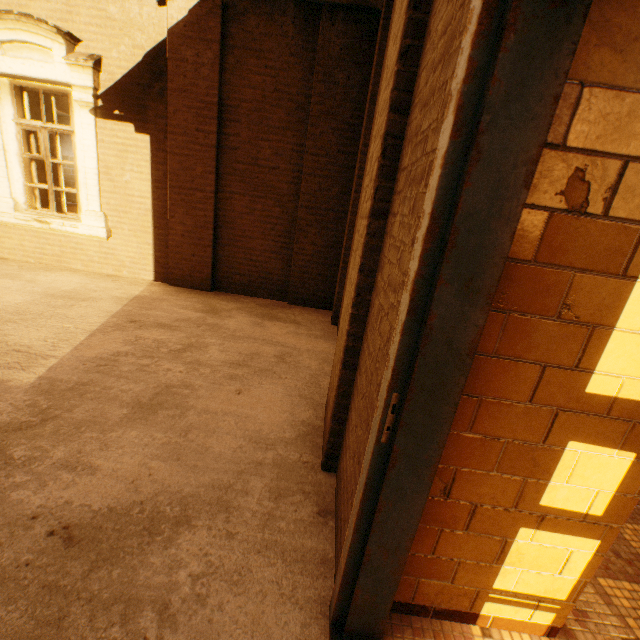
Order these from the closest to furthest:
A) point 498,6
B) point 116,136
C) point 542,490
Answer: point 498,6 < point 542,490 < point 116,136
